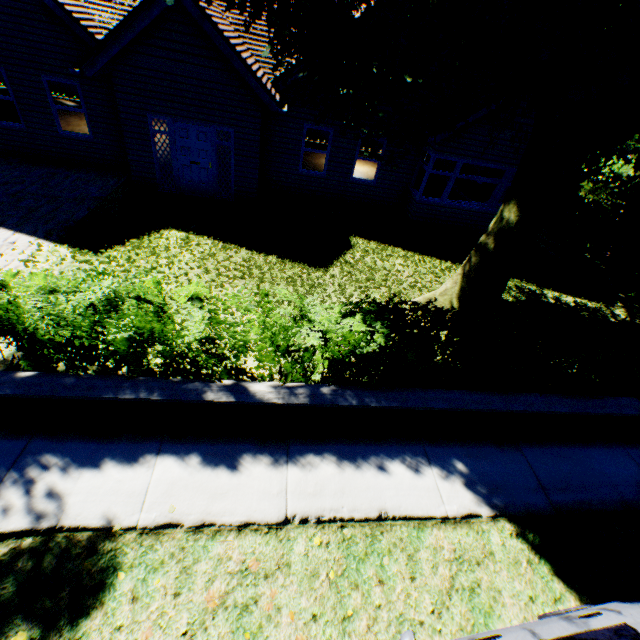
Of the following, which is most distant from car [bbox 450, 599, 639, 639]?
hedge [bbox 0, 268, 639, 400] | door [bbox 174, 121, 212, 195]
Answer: door [bbox 174, 121, 212, 195]

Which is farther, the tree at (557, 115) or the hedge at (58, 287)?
the hedge at (58, 287)

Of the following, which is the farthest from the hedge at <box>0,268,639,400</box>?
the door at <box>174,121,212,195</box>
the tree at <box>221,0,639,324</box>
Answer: the door at <box>174,121,212,195</box>

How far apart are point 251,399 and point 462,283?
5.31m

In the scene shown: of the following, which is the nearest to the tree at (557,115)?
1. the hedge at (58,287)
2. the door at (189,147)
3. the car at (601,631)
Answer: the hedge at (58,287)

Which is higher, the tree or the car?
the tree

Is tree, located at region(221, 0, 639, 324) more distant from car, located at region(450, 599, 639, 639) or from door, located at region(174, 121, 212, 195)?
door, located at region(174, 121, 212, 195)

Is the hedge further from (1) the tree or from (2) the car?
(2) the car
